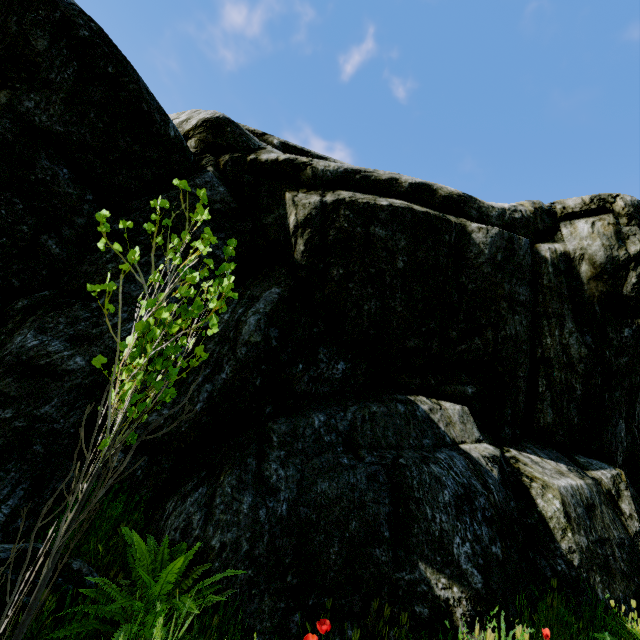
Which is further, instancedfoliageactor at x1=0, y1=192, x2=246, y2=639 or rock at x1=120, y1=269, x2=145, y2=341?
rock at x1=120, y1=269, x2=145, y2=341

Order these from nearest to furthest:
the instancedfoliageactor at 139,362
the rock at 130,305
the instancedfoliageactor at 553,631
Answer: the instancedfoliageactor at 139,362, the instancedfoliageactor at 553,631, the rock at 130,305

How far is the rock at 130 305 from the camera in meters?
3.7

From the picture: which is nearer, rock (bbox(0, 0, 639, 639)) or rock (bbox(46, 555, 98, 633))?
rock (bbox(46, 555, 98, 633))

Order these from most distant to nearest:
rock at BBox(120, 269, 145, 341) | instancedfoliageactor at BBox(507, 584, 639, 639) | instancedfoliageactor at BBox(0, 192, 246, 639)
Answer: rock at BBox(120, 269, 145, 341), instancedfoliageactor at BBox(507, 584, 639, 639), instancedfoliageactor at BBox(0, 192, 246, 639)

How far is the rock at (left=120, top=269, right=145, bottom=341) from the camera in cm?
369

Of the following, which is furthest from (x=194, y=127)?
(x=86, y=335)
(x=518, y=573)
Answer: (x=518, y=573)
